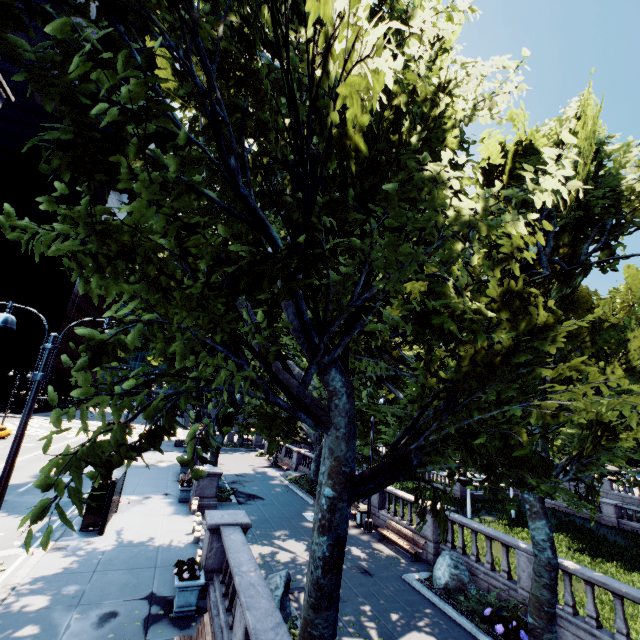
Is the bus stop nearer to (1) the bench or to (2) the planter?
(2) the planter

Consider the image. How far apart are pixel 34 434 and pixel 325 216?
52.4m

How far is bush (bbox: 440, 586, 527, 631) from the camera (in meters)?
9.93

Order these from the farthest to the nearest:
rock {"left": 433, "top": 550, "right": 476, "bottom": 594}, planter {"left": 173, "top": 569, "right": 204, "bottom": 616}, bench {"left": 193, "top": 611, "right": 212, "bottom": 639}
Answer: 1. rock {"left": 433, "top": 550, "right": 476, "bottom": 594}
2. planter {"left": 173, "top": 569, "right": 204, "bottom": 616}
3. bench {"left": 193, "top": 611, "right": 212, "bottom": 639}

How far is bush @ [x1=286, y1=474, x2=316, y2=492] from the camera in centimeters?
2447cm

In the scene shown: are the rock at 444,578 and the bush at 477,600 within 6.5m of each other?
yes

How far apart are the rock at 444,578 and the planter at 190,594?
8.4 meters

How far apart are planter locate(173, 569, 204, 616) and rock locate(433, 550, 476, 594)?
8.4 meters
